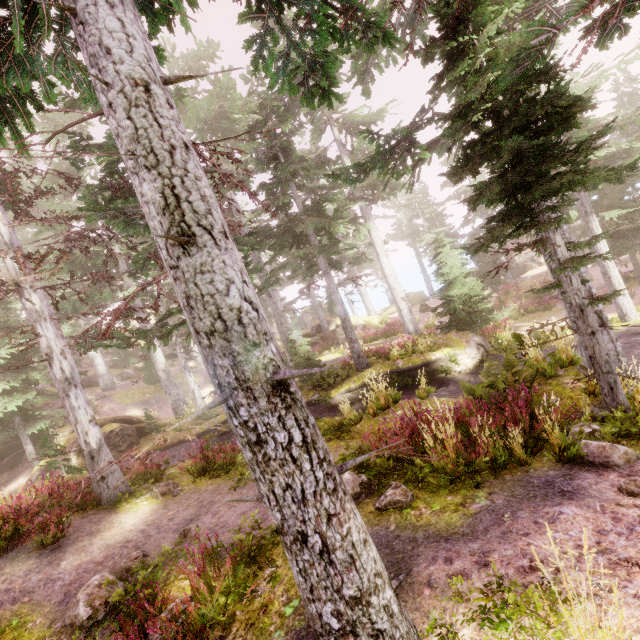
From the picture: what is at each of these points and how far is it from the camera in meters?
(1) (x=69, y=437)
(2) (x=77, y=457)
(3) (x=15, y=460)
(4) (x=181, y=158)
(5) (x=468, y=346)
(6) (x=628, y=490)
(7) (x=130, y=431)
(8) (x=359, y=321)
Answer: (1) rock, 18.5 m
(2) rock, 18.0 m
(3) rock, 23.6 m
(4) instancedfoliageactor, 2.5 m
(5) rock, 16.6 m
(6) instancedfoliageactor, 4.0 m
(7) rock, 19.7 m
(8) rock, 33.0 m

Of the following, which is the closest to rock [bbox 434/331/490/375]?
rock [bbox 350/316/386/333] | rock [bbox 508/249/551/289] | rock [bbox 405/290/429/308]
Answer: rock [bbox 350/316/386/333]

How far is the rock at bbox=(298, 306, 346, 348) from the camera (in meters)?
31.39

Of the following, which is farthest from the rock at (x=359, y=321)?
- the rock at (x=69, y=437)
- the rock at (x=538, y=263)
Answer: the rock at (x=538, y=263)

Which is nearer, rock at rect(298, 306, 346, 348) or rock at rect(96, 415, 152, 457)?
rock at rect(96, 415, 152, 457)

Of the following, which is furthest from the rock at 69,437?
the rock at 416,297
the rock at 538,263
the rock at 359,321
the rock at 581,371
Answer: the rock at 416,297

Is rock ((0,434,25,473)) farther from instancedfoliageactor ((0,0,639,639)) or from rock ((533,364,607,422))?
rock ((533,364,607,422))

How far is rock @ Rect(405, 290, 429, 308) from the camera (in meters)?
47.56
